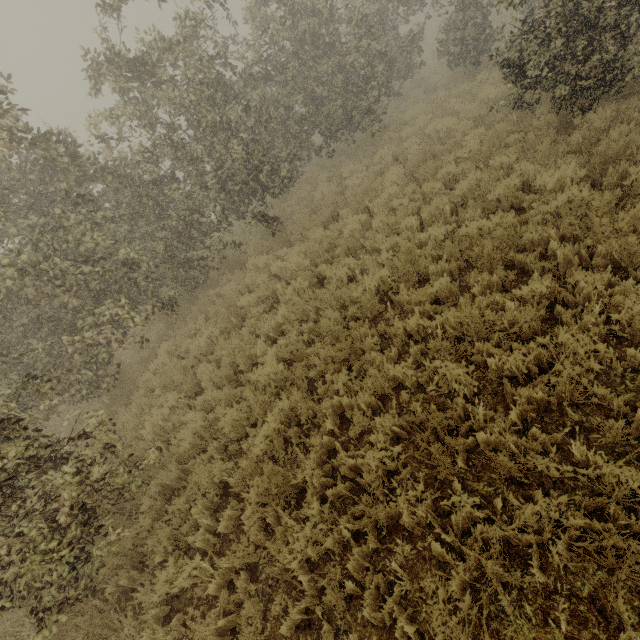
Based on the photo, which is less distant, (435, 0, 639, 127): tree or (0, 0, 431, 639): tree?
(0, 0, 431, 639): tree

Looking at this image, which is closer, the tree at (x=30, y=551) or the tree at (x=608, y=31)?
the tree at (x=30, y=551)

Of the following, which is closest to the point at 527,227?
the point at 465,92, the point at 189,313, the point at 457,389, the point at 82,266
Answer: the point at 457,389
